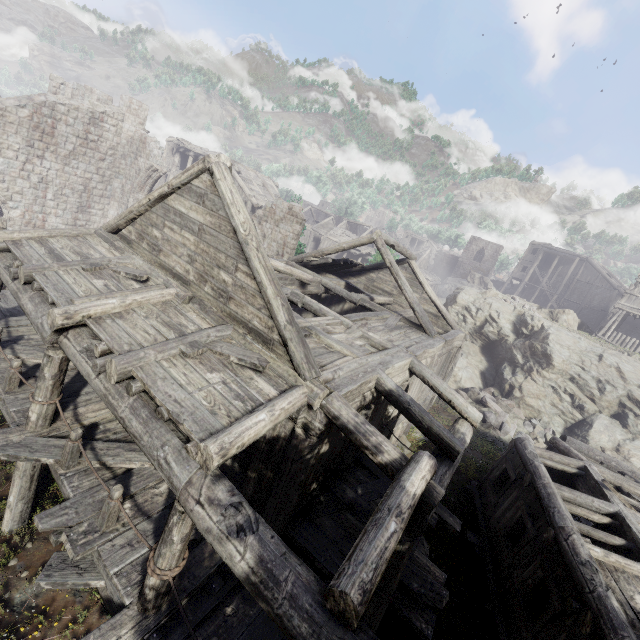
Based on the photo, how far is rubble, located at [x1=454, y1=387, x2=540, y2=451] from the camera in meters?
17.7

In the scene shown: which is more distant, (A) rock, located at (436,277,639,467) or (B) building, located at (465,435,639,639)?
(A) rock, located at (436,277,639,467)

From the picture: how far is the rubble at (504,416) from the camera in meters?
17.7 m

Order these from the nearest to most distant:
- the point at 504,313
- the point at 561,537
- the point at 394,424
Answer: the point at 561,537 → the point at 394,424 → the point at 504,313

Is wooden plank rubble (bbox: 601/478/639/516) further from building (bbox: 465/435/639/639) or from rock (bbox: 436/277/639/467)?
rock (bbox: 436/277/639/467)

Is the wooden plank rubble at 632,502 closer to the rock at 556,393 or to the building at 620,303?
the building at 620,303

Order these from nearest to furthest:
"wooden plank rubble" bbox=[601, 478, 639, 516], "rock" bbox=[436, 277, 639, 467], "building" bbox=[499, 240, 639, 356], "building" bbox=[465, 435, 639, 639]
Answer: "building" bbox=[465, 435, 639, 639], "wooden plank rubble" bbox=[601, 478, 639, 516], "rock" bbox=[436, 277, 639, 467], "building" bbox=[499, 240, 639, 356]
